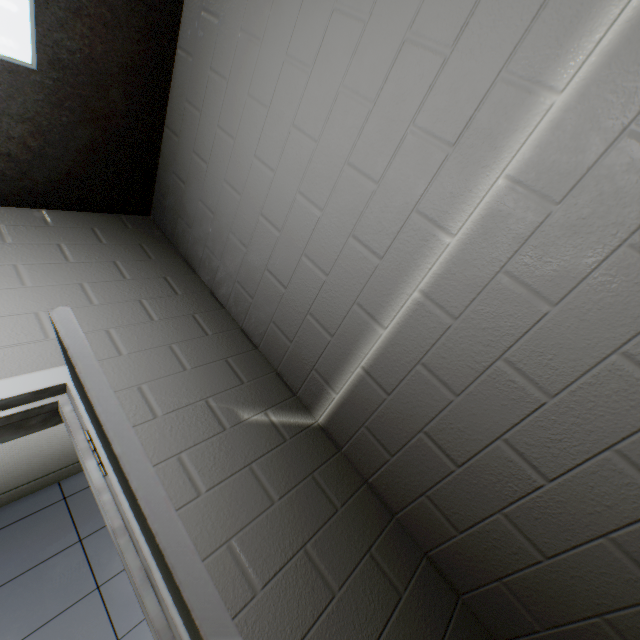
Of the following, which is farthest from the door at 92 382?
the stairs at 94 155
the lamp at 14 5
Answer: the lamp at 14 5

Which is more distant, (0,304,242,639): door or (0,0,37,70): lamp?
(0,0,37,70): lamp

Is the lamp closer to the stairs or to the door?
the stairs

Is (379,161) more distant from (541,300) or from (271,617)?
(271,617)

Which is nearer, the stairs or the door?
the door

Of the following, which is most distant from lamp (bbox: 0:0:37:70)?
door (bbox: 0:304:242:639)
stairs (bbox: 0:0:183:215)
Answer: door (bbox: 0:304:242:639)
